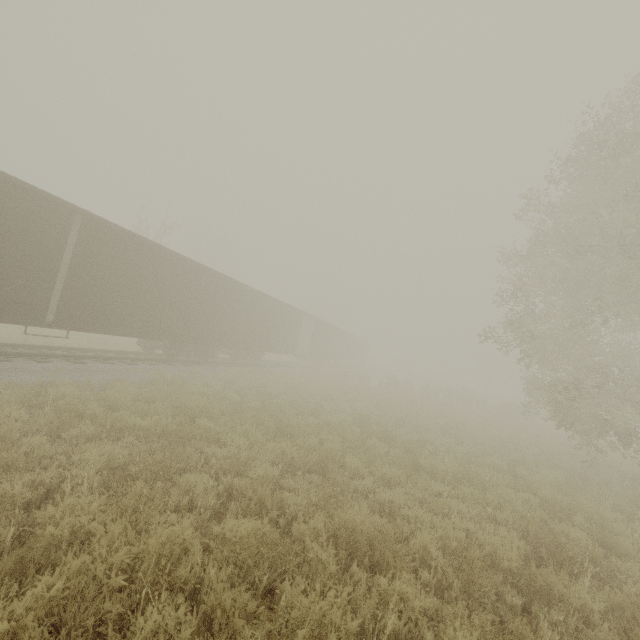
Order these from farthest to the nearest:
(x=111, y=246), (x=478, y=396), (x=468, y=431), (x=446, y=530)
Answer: (x=478, y=396) → (x=468, y=431) → (x=111, y=246) → (x=446, y=530)

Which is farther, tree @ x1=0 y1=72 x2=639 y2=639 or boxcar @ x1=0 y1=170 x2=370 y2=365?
boxcar @ x1=0 y1=170 x2=370 y2=365

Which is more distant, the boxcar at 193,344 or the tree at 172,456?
the boxcar at 193,344
